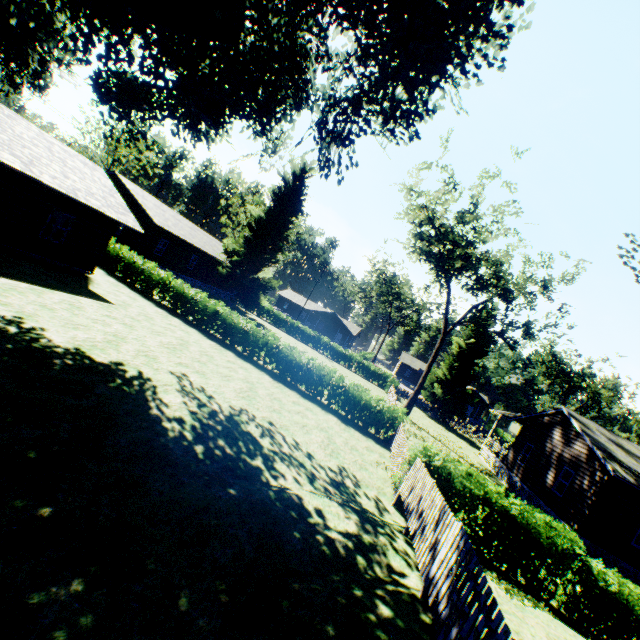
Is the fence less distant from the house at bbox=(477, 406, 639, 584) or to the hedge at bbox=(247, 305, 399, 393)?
the hedge at bbox=(247, 305, 399, 393)

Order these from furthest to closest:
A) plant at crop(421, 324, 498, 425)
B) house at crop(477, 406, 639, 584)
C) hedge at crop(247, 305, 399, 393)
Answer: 1. hedge at crop(247, 305, 399, 393)
2. plant at crop(421, 324, 498, 425)
3. house at crop(477, 406, 639, 584)

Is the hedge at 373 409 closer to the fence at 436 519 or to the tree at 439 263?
the fence at 436 519

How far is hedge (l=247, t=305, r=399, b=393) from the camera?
42.2 meters

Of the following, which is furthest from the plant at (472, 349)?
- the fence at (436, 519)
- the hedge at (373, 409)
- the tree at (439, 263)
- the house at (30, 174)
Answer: the tree at (439, 263)

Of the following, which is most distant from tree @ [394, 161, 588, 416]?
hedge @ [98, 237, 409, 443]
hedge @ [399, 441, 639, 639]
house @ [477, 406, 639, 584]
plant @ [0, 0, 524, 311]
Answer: hedge @ [399, 441, 639, 639]

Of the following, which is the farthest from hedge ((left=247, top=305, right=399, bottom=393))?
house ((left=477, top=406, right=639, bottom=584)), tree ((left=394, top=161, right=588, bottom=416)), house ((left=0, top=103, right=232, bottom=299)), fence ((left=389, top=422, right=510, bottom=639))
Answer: tree ((left=394, top=161, right=588, bottom=416))

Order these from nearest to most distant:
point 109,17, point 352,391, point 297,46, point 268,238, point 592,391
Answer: point 109,17, point 297,46, point 352,391, point 268,238, point 592,391
